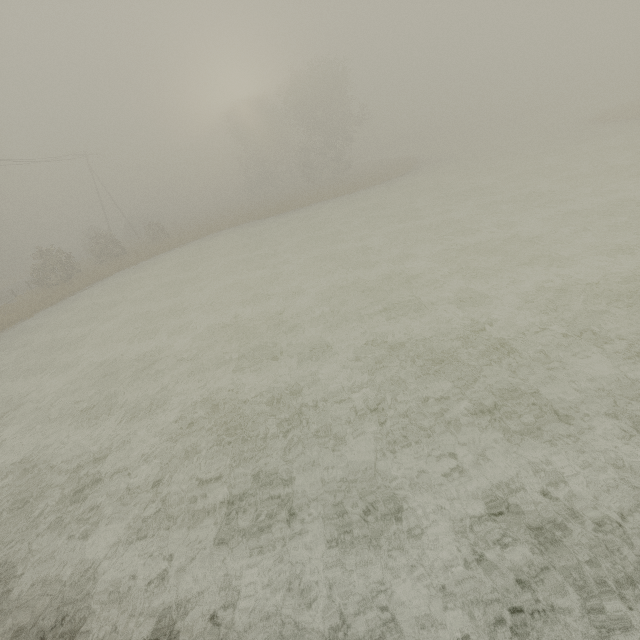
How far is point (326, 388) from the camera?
8.44m
